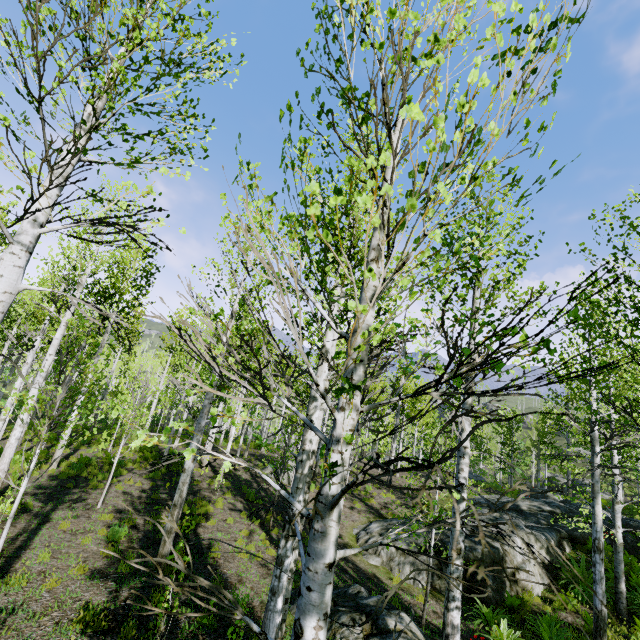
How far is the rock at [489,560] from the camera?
10.23m

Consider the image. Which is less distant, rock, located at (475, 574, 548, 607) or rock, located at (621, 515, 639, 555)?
rock, located at (475, 574, 548, 607)

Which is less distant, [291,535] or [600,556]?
[291,535]

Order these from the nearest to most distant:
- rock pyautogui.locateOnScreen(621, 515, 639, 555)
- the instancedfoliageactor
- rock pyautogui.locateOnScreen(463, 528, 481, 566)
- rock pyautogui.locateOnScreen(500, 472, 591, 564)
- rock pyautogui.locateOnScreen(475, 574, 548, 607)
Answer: the instancedfoliageactor → rock pyautogui.locateOnScreen(475, 574, 548, 607) → rock pyautogui.locateOnScreen(463, 528, 481, 566) → rock pyautogui.locateOnScreen(500, 472, 591, 564) → rock pyautogui.locateOnScreen(621, 515, 639, 555)

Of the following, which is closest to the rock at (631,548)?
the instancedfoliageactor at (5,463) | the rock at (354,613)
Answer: the instancedfoliageactor at (5,463)

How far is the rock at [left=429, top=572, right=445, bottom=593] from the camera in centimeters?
1011cm
